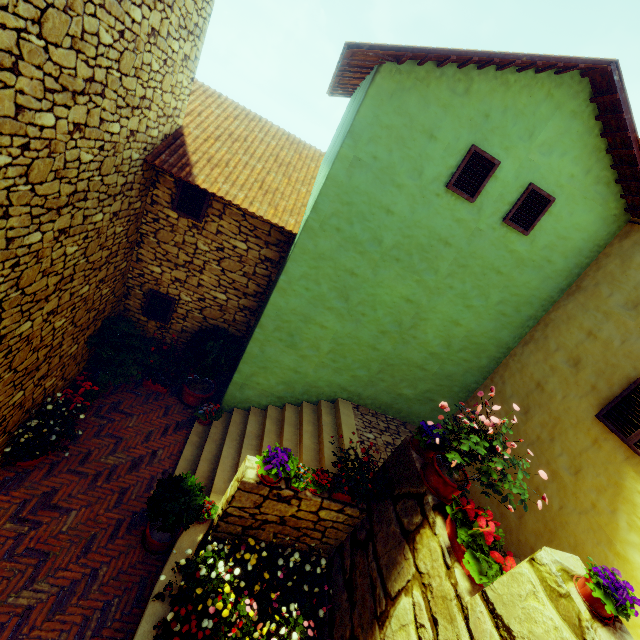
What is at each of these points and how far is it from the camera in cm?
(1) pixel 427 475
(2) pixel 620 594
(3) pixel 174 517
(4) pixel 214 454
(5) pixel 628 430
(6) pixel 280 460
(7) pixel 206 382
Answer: (1) flower pot, 407
(2) flower pot, 220
(3) potted tree, 441
(4) stair, 640
(5) window, 455
(6) flower pot, 447
(7) potted tree, 774

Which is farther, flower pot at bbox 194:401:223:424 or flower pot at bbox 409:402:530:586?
flower pot at bbox 194:401:223:424

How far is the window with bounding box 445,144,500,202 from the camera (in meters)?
5.12

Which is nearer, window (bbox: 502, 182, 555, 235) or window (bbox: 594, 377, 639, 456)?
window (bbox: 594, 377, 639, 456)

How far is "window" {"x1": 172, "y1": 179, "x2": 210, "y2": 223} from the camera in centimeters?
594cm

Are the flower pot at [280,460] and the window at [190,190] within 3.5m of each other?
no

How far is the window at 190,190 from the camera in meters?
5.9

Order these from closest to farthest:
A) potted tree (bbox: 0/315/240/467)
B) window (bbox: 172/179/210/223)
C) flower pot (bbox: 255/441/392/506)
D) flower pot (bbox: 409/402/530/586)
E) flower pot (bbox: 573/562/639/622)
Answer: flower pot (bbox: 573/562/639/622), flower pot (bbox: 409/402/530/586), flower pot (bbox: 255/441/392/506), potted tree (bbox: 0/315/240/467), window (bbox: 172/179/210/223)
